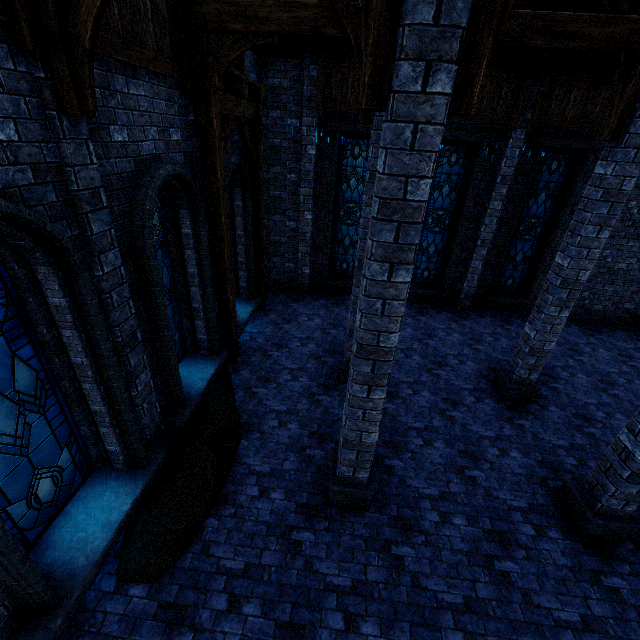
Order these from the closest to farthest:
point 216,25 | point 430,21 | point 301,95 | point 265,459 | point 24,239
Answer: point 430,21 → point 24,239 → point 216,25 → point 265,459 → point 301,95

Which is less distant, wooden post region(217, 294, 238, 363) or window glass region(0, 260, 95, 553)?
window glass region(0, 260, 95, 553)

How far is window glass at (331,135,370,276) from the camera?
10.1m

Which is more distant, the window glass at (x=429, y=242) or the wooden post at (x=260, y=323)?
the window glass at (x=429, y=242)

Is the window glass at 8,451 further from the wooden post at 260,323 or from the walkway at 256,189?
the wooden post at 260,323

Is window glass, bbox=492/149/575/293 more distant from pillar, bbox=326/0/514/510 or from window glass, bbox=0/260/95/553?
window glass, bbox=0/260/95/553

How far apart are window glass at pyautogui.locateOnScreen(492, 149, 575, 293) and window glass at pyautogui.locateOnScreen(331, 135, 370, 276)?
4.9m

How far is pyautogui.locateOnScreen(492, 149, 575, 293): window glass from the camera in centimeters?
975cm
